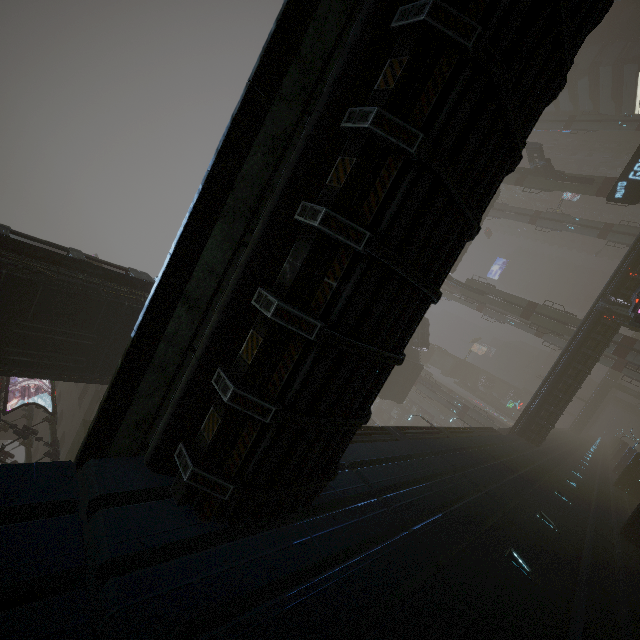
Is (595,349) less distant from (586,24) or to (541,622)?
(541,622)

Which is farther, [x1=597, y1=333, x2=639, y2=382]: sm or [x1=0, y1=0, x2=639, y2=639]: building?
[x1=597, y1=333, x2=639, y2=382]: sm

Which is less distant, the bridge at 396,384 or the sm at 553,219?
the bridge at 396,384

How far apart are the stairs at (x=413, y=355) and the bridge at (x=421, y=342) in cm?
0

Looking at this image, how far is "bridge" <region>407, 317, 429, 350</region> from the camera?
40.50m

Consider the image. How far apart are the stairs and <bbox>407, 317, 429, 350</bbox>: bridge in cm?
0

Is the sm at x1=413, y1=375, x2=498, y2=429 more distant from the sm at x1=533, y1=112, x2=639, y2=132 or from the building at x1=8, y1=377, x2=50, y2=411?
the sm at x1=533, y1=112, x2=639, y2=132

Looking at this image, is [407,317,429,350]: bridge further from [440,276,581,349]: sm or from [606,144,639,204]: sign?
[606,144,639,204]: sign
